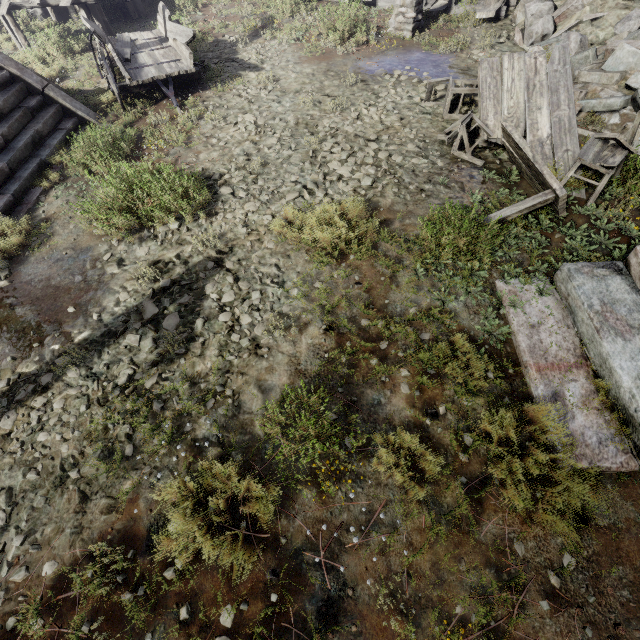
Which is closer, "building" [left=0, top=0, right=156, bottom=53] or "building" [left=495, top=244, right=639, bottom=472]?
"building" [left=495, top=244, right=639, bottom=472]

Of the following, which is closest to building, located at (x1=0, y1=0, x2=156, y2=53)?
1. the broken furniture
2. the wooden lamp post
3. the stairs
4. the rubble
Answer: the rubble

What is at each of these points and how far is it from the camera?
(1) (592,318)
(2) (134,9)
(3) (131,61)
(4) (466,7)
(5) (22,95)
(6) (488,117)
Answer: (1) building, 3.70m
(2) building, 11.38m
(3) cart, 7.77m
(4) building, 9.78m
(5) stairs, 6.68m
(6) broken furniture, 5.90m

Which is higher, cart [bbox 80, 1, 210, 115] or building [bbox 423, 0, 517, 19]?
cart [bbox 80, 1, 210, 115]

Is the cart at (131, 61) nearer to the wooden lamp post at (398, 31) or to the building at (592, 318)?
the building at (592, 318)

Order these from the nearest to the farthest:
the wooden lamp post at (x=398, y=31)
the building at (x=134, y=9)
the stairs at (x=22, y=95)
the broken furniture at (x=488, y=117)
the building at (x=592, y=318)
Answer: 1. the building at (x=592, y=318)
2. the broken furniture at (x=488, y=117)
3. the stairs at (x=22, y=95)
4. the wooden lamp post at (x=398, y=31)
5. the building at (x=134, y=9)

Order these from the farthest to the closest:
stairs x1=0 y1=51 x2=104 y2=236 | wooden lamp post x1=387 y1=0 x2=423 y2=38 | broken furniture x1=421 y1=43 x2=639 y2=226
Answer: wooden lamp post x1=387 y1=0 x2=423 y2=38
stairs x1=0 y1=51 x2=104 y2=236
broken furniture x1=421 y1=43 x2=639 y2=226

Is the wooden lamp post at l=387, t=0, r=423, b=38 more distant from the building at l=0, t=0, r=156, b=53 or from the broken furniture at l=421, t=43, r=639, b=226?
the broken furniture at l=421, t=43, r=639, b=226
